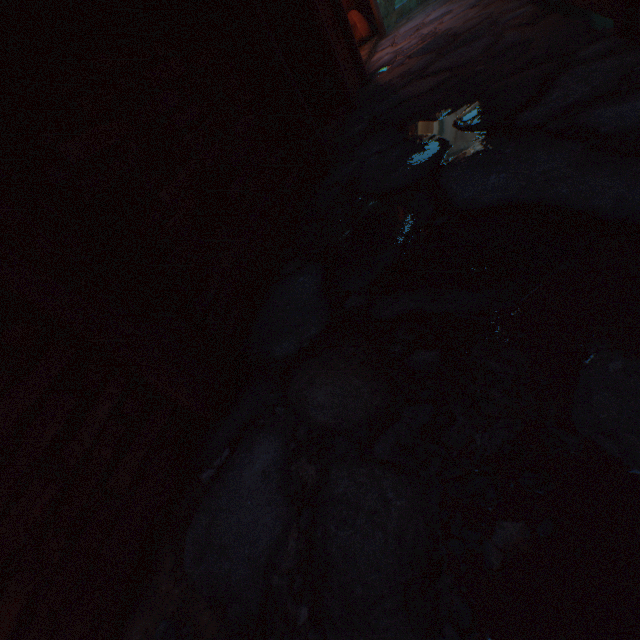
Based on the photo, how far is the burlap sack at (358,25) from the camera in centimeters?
658cm

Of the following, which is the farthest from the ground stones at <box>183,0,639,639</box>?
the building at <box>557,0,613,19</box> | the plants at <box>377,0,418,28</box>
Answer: the plants at <box>377,0,418,28</box>

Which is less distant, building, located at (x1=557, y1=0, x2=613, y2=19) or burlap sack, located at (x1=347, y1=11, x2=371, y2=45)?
building, located at (x1=557, y1=0, x2=613, y2=19)

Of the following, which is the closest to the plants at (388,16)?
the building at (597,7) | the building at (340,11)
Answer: the building at (340,11)

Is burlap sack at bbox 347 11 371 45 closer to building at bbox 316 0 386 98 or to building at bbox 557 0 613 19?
building at bbox 316 0 386 98

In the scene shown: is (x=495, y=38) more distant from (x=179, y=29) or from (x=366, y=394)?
(x=366, y=394)

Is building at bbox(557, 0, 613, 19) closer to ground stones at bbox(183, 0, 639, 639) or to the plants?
ground stones at bbox(183, 0, 639, 639)

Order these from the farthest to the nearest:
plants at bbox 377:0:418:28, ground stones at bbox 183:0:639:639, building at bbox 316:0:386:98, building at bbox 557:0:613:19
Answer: plants at bbox 377:0:418:28
building at bbox 316:0:386:98
building at bbox 557:0:613:19
ground stones at bbox 183:0:639:639
